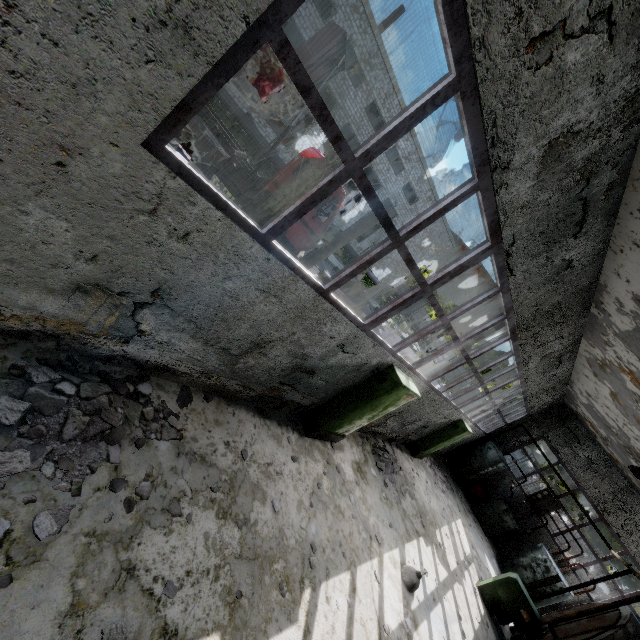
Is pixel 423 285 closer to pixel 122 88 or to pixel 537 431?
pixel 122 88

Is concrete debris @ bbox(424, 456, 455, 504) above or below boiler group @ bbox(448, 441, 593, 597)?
below

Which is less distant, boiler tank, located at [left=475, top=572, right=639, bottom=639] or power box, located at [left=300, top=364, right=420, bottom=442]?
power box, located at [left=300, top=364, right=420, bottom=442]

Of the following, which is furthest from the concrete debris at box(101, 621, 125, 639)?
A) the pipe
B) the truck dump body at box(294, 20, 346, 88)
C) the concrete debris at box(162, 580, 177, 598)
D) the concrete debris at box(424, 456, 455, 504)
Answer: the concrete debris at box(424, 456, 455, 504)

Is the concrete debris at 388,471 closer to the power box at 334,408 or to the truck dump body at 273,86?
the power box at 334,408

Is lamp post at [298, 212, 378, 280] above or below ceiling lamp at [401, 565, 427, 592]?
above

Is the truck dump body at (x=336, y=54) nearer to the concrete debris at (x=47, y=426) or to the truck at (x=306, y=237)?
the truck at (x=306, y=237)

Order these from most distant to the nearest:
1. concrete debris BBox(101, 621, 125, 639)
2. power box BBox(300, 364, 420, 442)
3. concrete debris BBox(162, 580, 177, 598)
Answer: power box BBox(300, 364, 420, 442) < concrete debris BBox(162, 580, 177, 598) < concrete debris BBox(101, 621, 125, 639)
